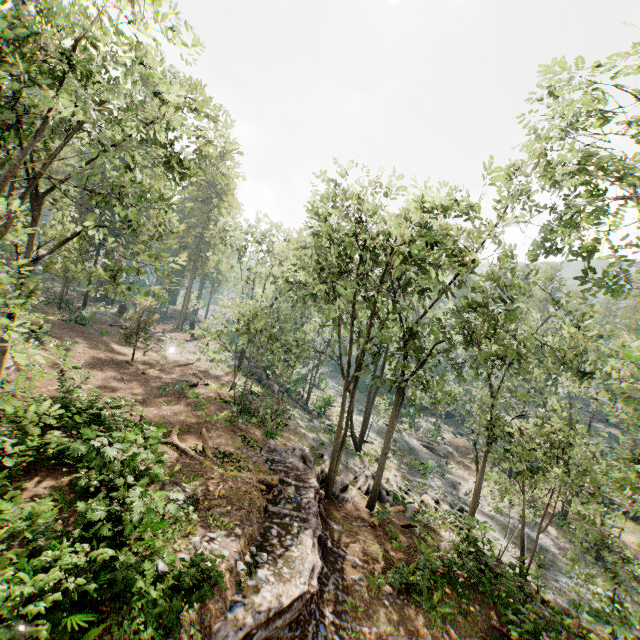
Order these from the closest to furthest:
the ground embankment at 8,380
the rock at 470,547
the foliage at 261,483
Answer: the rock at 470,547 < the foliage at 261,483 < the ground embankment at 8,380

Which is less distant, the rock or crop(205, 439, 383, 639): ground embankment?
crop(205, 439, 383, 639): ground embankment

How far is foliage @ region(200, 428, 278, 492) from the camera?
14.22m

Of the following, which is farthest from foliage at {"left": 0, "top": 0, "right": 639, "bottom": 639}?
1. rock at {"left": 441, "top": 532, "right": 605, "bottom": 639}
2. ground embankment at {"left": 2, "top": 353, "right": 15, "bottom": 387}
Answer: ground embankment at {"left": 2, "top": 353, "right": 15, "bottom": 387}

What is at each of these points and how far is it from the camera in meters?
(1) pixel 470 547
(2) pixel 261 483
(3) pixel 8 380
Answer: (1) rock, 17.1 m
(2) foliage, 14.6 m
(3) ground embankment, 16.1 m

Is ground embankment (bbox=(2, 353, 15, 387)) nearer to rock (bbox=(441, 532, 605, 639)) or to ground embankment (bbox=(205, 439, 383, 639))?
ground embankment (bbox=(205, 439, 383, 639))

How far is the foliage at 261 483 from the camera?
14.2 meters

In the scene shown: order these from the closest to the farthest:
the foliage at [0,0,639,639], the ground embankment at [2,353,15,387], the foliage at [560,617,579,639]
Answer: the foliage at [0,0,639,639]
the foliage at [560,617,579,639]
the ground embankment at [2,353,15,387]
